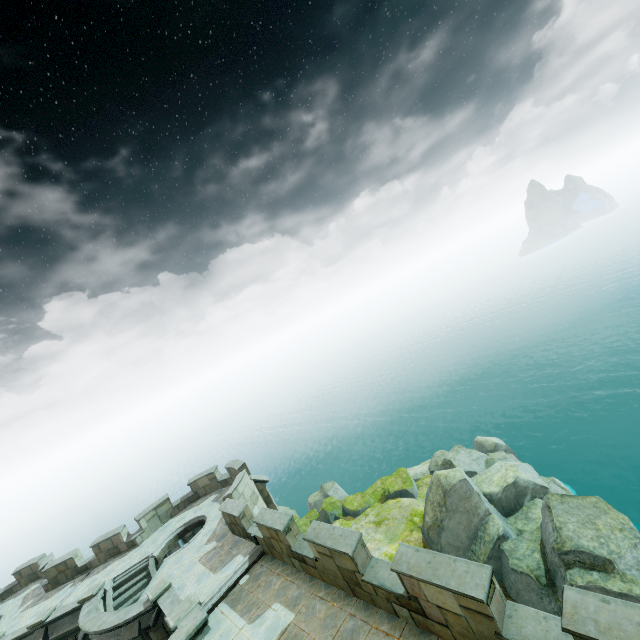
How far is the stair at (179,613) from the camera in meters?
11.6 m

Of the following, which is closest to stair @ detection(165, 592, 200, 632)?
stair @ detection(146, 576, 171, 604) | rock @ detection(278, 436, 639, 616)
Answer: stair @ detection(146, 576, 171, 604)

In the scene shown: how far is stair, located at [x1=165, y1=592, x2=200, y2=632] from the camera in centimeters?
1160cm

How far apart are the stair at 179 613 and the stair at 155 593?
2.0 meters

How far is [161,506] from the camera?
22.31m

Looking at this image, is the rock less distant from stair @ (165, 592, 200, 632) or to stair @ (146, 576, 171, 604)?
stair @ (165, 592, 200, 632)

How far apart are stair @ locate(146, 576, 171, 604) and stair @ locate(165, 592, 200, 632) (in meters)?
2.01
